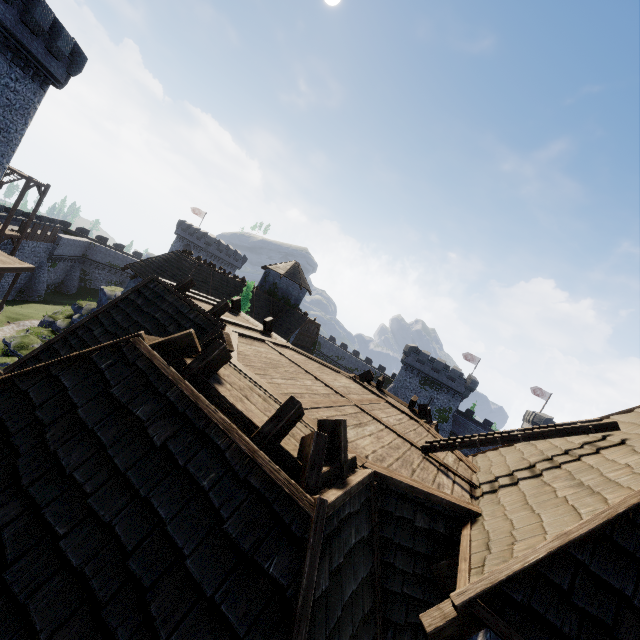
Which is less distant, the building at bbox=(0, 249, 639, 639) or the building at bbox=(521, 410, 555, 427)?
the building at bbox=(0, 249, 639, 639)

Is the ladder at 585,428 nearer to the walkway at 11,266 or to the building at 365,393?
the building at 365,393

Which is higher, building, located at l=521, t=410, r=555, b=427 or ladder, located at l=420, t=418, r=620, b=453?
building, located at l=521, t=410, r=555, b=427

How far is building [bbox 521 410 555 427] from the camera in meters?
42.3

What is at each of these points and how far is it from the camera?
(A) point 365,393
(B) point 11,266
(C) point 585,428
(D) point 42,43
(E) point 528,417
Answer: (A) building, 9.2 meters
(B) walkway, 25.2 meters
(C) ladder, 5.1 meters
(D) building, 20.8 meters
(E) building, 47.8 meters

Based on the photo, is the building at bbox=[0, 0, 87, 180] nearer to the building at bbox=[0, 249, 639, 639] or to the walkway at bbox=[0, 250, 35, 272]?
the walkway at bbox=[0, 250, 35, 272]

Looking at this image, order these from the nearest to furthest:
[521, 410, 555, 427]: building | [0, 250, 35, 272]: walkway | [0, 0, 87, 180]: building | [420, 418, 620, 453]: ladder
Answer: [420, 418, 620, 453]: ladder
[0, 0, 87, 180]: building
[0, 250, 35, 272]: walkway
[521, 410, 555, 427]: building

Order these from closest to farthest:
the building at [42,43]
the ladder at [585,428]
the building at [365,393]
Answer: the building at [365,393] → the ladder at [585,428] → the building at [42,43]
